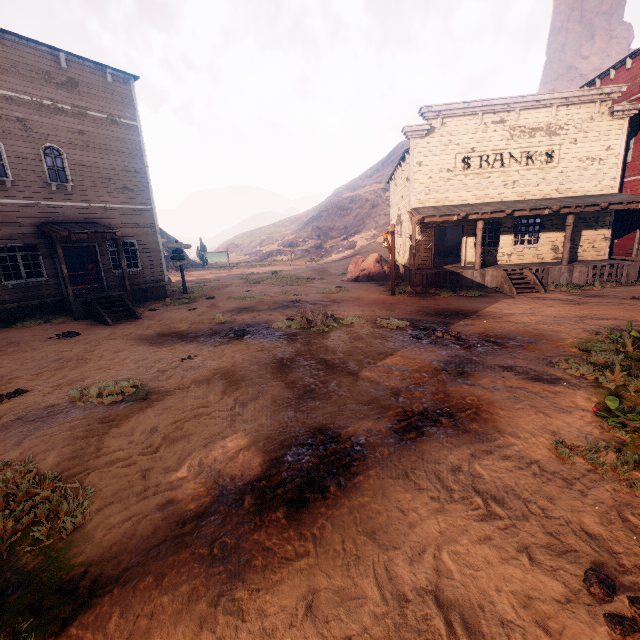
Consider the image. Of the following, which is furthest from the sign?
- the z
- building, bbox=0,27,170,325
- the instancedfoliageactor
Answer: the instancedfoliageactor

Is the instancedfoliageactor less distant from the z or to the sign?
the z

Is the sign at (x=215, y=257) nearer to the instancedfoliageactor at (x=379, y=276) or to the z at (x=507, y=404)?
the z at (x=507, y=404)

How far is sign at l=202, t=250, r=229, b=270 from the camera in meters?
38.2

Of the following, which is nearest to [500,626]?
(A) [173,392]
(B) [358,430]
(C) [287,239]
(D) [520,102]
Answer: (B) [358,430]

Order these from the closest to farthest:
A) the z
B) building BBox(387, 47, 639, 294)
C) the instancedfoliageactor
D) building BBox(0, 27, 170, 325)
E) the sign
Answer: the z
building BBox(0, 27, 170, 325)
building BBox(387, 47, 639, 294)
the instancedfoliageactor
the sign

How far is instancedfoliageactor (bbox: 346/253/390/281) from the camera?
21.1 meters

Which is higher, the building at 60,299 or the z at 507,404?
the building at 60,299
